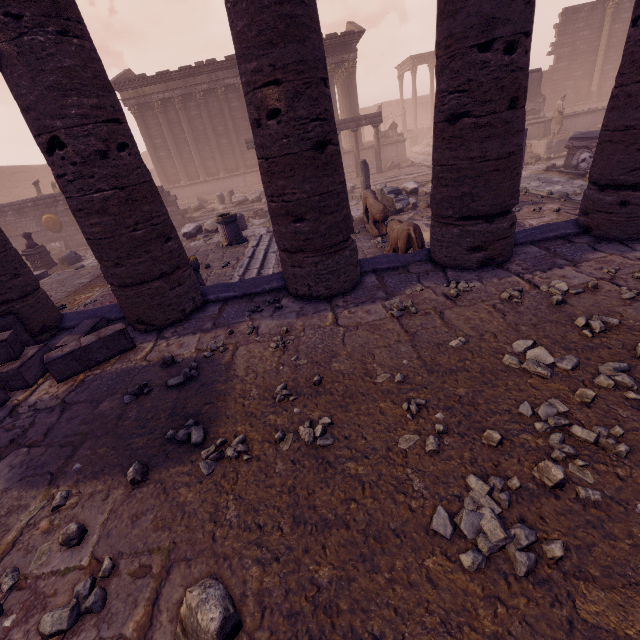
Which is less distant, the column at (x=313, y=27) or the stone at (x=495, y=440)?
the stone at (x=495, y=440)

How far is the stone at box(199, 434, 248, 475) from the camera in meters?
2.3

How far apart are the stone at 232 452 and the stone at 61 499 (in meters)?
0.73

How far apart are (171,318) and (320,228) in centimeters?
237cm

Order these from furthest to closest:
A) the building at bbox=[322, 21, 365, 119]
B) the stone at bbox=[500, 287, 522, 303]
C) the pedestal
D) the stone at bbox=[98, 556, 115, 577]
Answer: the building at bbox=[322, 21, 365, 119] → the pedestal → the stone at bbox=[500, 287, 522, 303] → the stone at bbox=[98, 556, 115, 577]

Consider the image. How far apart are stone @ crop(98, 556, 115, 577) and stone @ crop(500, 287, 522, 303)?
4.0 meters

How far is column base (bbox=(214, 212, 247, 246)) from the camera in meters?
9.6

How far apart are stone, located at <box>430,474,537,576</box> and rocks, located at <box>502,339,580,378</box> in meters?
1.0
